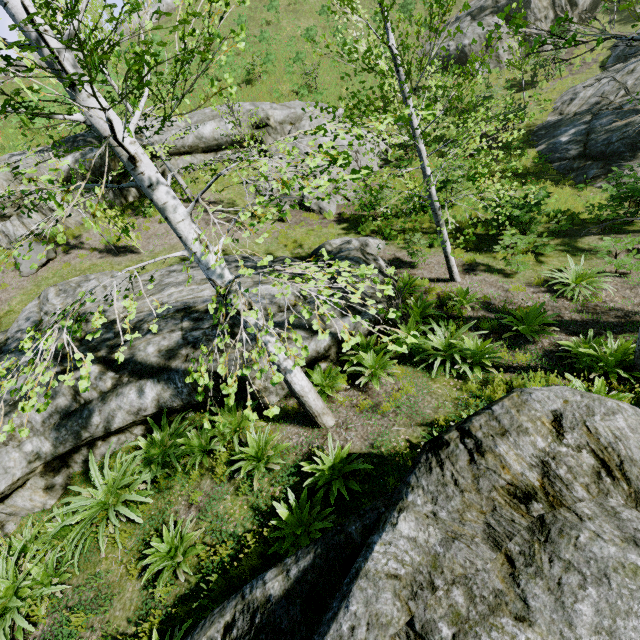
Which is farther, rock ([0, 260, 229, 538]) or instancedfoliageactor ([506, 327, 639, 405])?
rock ([0, 260, 229, 538])

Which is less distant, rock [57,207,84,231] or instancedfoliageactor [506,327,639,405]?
instancedfoliageactor [506,327,639,405]

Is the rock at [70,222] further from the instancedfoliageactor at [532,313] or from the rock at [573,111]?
the rock at [573,111]

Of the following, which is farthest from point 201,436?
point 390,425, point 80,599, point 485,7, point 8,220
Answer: point 485,7

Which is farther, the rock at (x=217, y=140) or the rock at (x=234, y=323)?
the rock at (x=217, y=140)

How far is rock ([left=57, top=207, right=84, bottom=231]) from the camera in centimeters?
1380cm

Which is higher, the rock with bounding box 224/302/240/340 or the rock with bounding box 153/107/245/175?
the rock with bounding box 153/107/245/175

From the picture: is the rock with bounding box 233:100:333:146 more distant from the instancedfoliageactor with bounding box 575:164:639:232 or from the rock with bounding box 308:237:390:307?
the rock with bounding box 308:237:390:307
